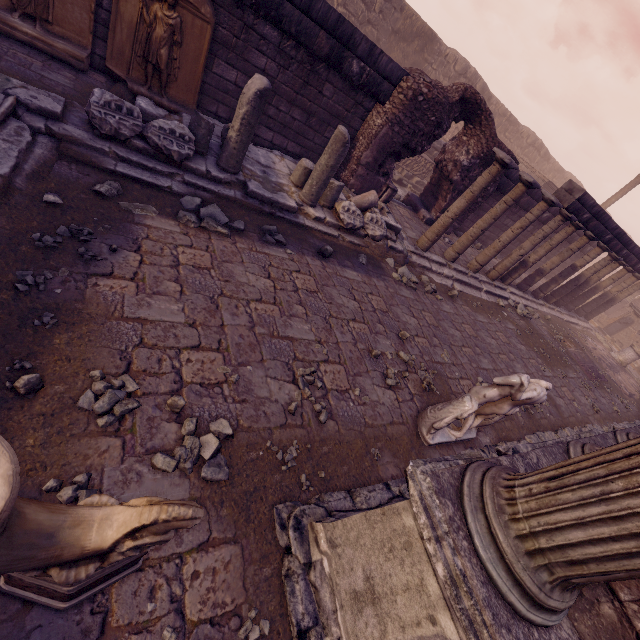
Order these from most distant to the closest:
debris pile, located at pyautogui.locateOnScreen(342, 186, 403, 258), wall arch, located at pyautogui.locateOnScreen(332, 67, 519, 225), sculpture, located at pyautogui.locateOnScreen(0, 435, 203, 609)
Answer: wall arch, located at pyautogui.locateOnScreen(332, 67, 519, 225) < debris pile, located at pyautogui.locateOnScreen(342, 186, 403, 258) < sculpture, located at pyautogui.locateOnScreen(0, 435, 203, 609)

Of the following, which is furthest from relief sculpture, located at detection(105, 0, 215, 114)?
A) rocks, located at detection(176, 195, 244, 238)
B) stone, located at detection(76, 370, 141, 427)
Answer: stone, located at detection(76, 370, 141, 427)

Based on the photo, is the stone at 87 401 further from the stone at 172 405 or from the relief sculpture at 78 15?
the relief sculpture at 78 15

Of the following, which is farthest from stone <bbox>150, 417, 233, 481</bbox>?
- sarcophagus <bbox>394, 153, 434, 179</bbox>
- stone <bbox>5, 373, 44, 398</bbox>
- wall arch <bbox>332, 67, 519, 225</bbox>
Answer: sarcophagus <bbox>394, 153, 434, 179</bbox>

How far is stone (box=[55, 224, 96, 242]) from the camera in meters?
3.1

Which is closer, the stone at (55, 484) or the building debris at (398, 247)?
the stone at (55, 484)

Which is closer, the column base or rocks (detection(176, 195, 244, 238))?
rocks (detection(176, 195, 244, 238))

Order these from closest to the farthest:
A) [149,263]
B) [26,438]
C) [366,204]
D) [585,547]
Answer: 1. [585,547]
2. [26,438]
3. [149,263]
4. [366,204]
